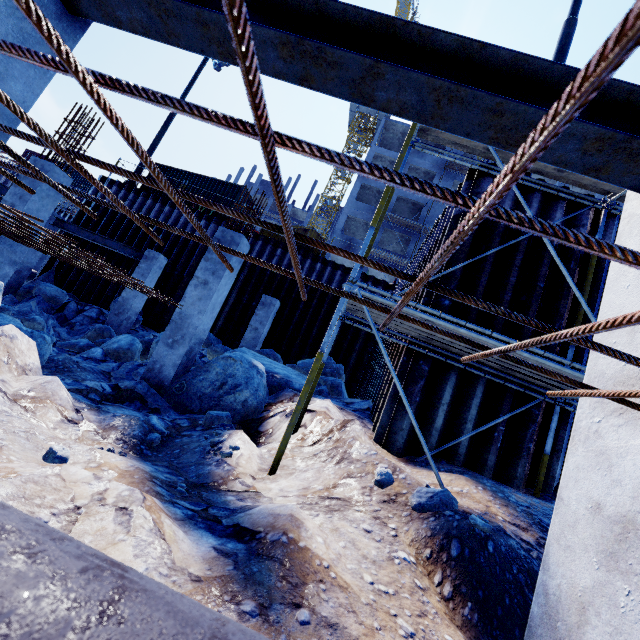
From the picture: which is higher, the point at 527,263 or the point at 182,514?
the point at 527,263

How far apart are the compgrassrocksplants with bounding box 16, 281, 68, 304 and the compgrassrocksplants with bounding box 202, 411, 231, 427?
11.5m

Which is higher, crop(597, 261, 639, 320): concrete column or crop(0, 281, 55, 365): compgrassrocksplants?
crop(597, 261, 639, 320): concrete column

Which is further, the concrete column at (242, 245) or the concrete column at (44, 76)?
the concrete column at (242, 245)

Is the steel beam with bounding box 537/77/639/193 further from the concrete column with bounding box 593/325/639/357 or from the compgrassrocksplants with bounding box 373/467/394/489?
the compgrassrocksplants with bounding box 373/467/394/489

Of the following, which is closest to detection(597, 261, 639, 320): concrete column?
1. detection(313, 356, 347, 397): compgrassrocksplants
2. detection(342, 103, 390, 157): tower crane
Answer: detection(313, 356, 347, 397): compgrassrocksplants

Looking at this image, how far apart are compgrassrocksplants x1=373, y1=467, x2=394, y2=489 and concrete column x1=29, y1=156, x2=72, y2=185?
9.14m

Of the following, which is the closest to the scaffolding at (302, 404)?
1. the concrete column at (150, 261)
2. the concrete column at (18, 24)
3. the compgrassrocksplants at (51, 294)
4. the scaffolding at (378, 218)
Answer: the concrete column at (18, 24)
